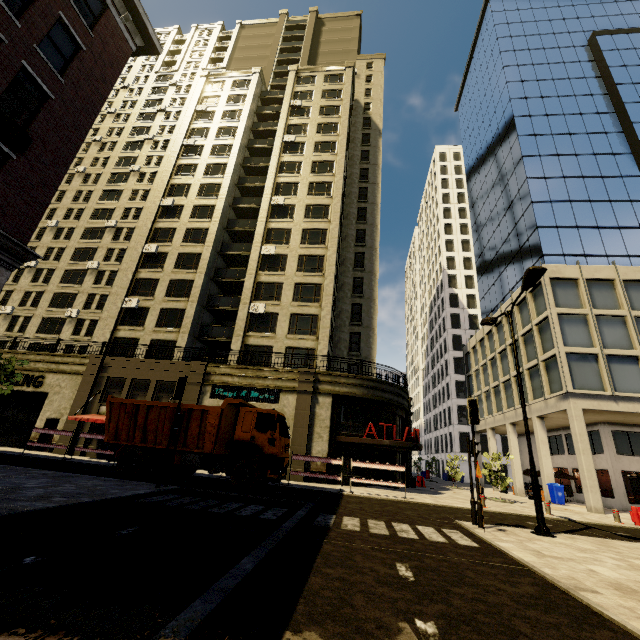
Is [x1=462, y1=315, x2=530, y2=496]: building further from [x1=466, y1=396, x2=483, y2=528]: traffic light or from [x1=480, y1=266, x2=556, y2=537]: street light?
[x1=466, y1=396, x2=483, y2=528]: traffic light

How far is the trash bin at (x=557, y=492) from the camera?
22.24m

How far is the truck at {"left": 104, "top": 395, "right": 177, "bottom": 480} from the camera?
13.5 meters

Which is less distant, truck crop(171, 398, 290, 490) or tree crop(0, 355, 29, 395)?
tree crop(0, 355, 29, 395)

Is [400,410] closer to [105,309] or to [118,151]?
[105,309]

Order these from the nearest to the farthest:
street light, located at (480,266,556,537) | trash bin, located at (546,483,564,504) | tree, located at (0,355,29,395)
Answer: tree, located at (0,355,29,395) → street light, located at (480,266,556,537) → trash bin, located at (546,483,564,504)

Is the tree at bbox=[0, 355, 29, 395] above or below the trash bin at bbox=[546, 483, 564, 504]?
above

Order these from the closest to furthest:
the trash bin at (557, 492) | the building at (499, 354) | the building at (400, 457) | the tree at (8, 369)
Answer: the tree at (8, 369)
the building at (400, 457)
the trash bin at (557, 492)
the building at (499, 354)
